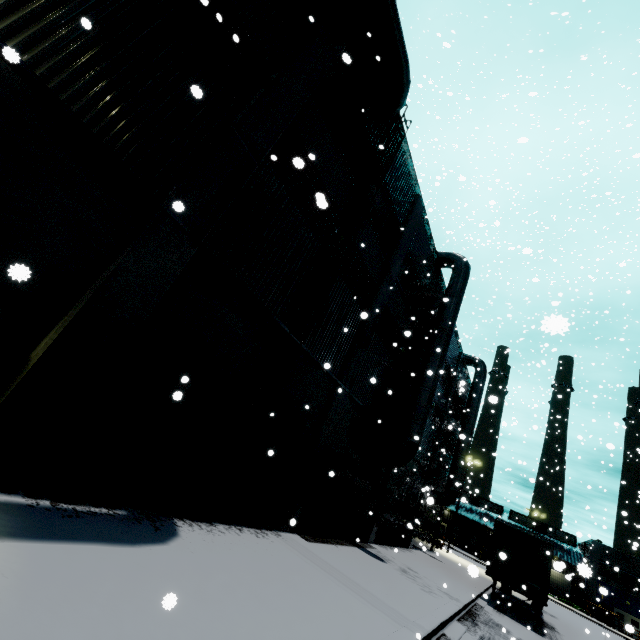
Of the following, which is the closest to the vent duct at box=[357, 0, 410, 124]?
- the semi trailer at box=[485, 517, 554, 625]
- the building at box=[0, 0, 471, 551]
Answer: the building at box=[0, 0, 471, 551]

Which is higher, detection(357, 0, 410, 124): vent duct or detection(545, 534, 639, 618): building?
detection(357, 0, 410, 124): vent duct

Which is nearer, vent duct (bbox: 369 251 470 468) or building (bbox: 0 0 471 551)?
building (bbox: 0 0 471 551)

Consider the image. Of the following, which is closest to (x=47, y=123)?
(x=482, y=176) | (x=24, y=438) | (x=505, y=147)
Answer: (x=24, y=438)

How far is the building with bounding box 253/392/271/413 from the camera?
8.59m

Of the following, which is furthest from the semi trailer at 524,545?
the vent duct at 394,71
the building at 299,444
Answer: the vent duct at 394,71
